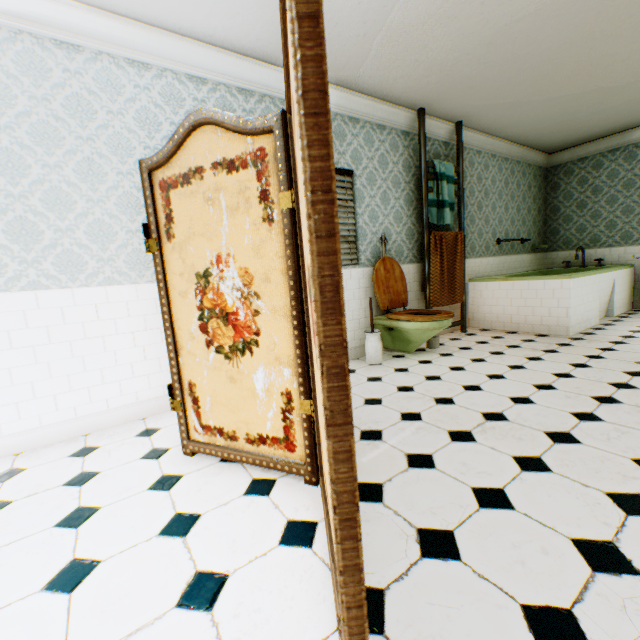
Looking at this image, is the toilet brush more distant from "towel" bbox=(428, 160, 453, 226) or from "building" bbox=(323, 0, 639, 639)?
"towel" bbox=(428, 160, 453, 226)

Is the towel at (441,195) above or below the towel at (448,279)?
above

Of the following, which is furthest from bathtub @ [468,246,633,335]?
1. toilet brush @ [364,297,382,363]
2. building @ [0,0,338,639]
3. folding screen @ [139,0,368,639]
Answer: folding screen @ [139,0,368,639]

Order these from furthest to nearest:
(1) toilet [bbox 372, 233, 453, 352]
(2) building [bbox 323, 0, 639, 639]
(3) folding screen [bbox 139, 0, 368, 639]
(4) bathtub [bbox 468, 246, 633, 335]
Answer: (4) bathtub [bbox 468, 246, 633, 335] < (1) toilet [bbox 372, 233, 453, 352] < (2) building [bbox 323, 0, 639, 639] < (3) folding screen [bbox 139, 0, 368, 639]

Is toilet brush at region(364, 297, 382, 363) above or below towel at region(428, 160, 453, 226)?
below

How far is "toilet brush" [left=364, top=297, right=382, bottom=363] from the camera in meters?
3.8

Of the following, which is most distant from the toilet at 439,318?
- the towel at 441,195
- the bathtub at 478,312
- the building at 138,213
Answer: the bathtub at 478,312

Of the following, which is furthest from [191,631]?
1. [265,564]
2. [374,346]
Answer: [374,346]
